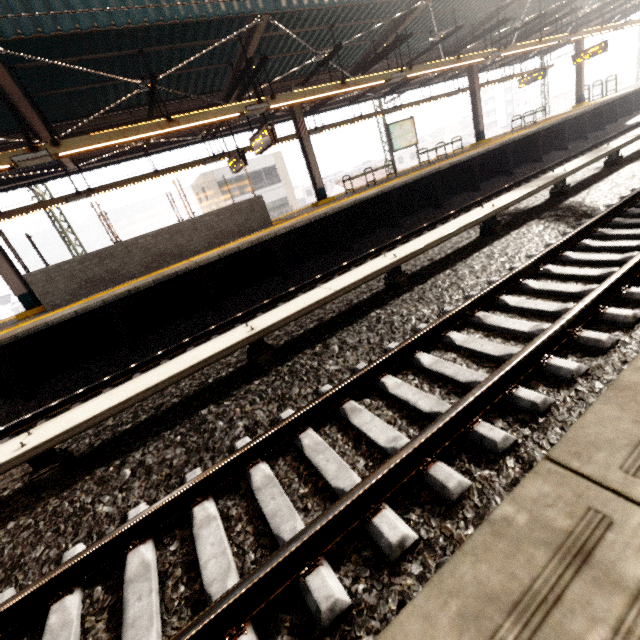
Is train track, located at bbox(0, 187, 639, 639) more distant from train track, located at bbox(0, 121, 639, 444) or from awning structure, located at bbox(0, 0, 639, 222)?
awning structure, located at bbox(0, 0, 639, 222)

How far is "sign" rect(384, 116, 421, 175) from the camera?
13.39m

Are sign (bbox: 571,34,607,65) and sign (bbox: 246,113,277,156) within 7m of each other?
no

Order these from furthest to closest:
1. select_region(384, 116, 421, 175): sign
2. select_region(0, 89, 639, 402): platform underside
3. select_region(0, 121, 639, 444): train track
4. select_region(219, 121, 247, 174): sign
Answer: select_region(384, 116, 421, 175): sign < select_region(219, 121, 247, 174): sign < select_region(0, 89, 639, 402): platform underside < select_region(0, 121, 639, 444): train track

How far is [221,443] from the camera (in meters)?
3.16

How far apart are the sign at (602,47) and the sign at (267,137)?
19.3 meters

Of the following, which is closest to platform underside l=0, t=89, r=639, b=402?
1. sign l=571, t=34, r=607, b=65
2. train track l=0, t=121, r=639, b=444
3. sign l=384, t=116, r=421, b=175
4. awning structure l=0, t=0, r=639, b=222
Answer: train track l=0, t=121, r=639, b=444

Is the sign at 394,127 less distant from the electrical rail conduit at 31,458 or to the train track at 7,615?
the electrical rail conduit at 31,458
